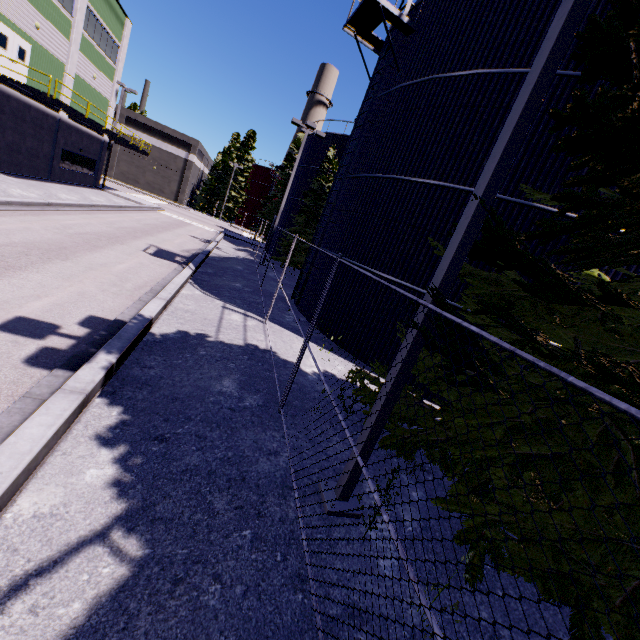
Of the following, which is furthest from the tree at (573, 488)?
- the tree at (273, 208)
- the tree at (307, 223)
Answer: the tree at (273, 208)

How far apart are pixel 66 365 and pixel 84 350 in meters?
0.6

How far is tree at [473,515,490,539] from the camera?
2.9m

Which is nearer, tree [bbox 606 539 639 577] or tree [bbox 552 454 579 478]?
tree [bbox 606 539 639 577]

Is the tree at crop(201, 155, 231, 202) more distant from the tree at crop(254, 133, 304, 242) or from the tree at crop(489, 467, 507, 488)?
the tree at crop(489, 467, 507, 488)

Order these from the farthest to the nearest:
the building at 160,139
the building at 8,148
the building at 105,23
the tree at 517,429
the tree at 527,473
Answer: the building at 160,139, the building at 8,148, the building at 105,23, the tree at 517,429, the tree at 527,473

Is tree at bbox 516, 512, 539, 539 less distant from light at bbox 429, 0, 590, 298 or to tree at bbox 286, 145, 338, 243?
light at bbox 429, 0, 590, 298

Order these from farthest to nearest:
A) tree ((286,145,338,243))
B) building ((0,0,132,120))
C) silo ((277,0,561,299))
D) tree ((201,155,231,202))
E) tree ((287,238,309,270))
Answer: tree ((201,155,231,202))
tree ((286,145,338,243))
tree ((287,238,309,270))
building ((0,0,132,120))
silo ((277,0,561,299))
